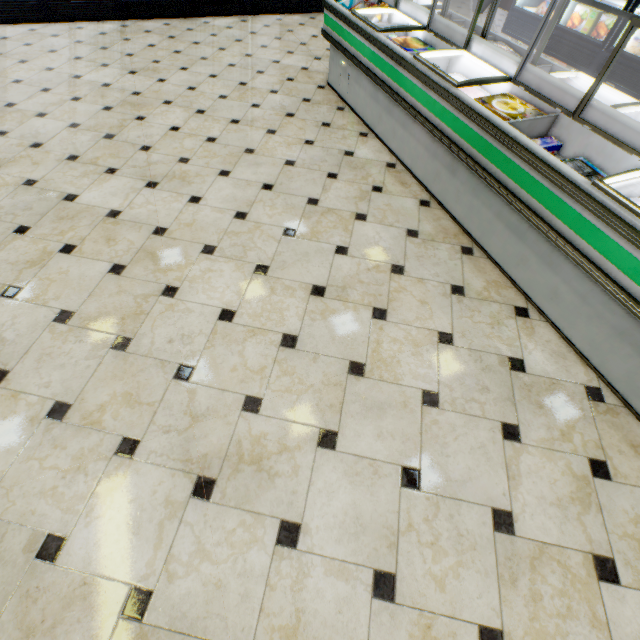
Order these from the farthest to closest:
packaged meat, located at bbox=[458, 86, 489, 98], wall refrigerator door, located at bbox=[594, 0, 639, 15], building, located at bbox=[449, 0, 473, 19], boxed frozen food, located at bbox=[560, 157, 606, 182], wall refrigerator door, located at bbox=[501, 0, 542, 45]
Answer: building, located at bbox=[449, 0, 473, 19], wall refrigerator door, located at bbox=[501, 0, 542, 45], wall refrigerator door, located at bbox=[594, 0, 639, 15], packaged meat, located at bbox=[458, 86, 489, 98], boxed frozen food, located at bbox=[560, 157, 606, 182]

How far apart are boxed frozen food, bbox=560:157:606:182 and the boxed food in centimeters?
39cm

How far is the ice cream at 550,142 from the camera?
2.1m

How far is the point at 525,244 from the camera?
2.16m

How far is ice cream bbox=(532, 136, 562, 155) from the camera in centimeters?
213cm

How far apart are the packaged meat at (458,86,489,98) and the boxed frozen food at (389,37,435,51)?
0.3 meters

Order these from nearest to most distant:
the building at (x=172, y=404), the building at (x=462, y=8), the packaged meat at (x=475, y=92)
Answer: the building at (x=172, y=404) < the packaged meat at (x=475, y=92) < the building at (x=462, y=8)

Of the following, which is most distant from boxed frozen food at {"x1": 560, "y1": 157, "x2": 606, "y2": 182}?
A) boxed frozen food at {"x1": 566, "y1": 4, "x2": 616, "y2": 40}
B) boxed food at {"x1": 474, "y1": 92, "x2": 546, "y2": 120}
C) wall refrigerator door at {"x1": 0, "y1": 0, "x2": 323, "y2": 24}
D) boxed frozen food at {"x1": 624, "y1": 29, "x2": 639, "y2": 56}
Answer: wall refrigerator door at {"x1": 0, "y1": 0, "x2": 323, "y2": 24}
